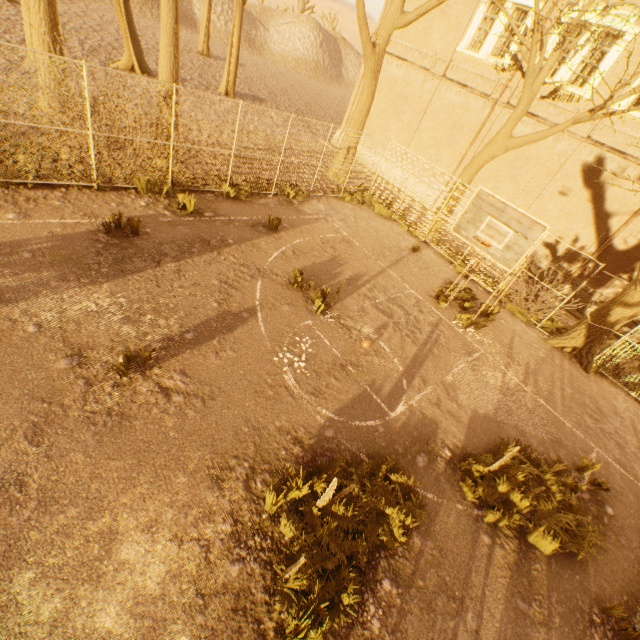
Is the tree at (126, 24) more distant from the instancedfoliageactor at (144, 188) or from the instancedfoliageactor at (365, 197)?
the instancedfoliageactor at (144, 188)

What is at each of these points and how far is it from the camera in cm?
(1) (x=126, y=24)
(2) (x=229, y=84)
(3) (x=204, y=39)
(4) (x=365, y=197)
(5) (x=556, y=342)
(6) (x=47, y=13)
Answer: (1) tree, 1791
(2) tree, 2334
(3) tree, 3272
(4) instancedfoliageactor, 1592
(5) tree, 1175
(6) tree, 994

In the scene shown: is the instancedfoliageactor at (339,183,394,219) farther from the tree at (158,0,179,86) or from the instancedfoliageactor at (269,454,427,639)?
the instancedfoliageactor at (269,454,427,639)

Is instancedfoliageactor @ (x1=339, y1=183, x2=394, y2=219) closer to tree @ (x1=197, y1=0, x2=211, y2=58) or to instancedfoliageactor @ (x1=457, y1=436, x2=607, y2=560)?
tree @ (x1=197, y1=0, x2=211, y2=58)

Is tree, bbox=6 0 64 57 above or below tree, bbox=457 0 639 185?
below

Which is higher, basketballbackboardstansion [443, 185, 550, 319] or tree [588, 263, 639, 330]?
basketballbackboardstansion [443, 185, 550, 319]

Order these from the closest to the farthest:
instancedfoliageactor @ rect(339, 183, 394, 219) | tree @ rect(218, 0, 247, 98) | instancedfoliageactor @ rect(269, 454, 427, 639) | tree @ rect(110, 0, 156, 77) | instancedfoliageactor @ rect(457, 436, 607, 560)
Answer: instancedfoliageactor @ rect(269, 454, 427, 639) → instancedfoliageactor @ rect(457, 436, 607, 560) → instancedfoliageactor @ rect(339, 183, 394, 219) → tree @ rect(110, 0, 156, 77) → tree @ rect(218, 0, 247, 98)

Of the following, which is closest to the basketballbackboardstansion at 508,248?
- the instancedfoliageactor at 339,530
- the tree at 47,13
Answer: the tree at 47,13
